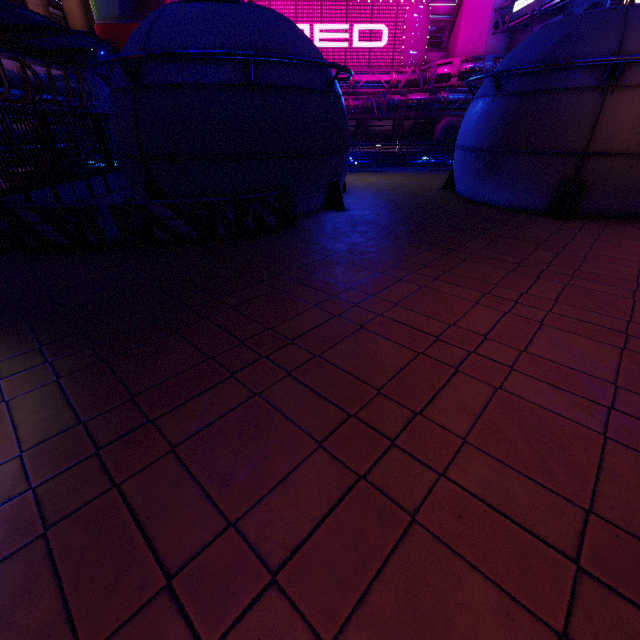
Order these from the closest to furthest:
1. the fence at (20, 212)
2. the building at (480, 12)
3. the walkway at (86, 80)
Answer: the fence at (20, 212)
the walkway at (86, 80)
the building at (480, 12)

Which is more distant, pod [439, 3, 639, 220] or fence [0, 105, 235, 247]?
pod [439, 3, 639, 220]

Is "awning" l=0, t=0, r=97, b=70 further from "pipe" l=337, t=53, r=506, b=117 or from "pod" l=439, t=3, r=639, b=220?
"pod" l=439, t=3, r=639, b=220

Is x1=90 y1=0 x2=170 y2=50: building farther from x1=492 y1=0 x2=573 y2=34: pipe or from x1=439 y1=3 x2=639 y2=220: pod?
x1=439 y1=3 x2=639 y2=220: pod

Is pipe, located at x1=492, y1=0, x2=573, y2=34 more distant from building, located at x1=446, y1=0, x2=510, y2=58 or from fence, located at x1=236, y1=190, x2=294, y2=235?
fence, located at x1=236, y1=190, x2=294, y2=235

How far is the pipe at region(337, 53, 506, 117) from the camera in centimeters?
3161cm

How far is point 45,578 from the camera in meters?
1.9

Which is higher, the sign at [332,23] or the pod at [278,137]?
the sign at [332,23]
